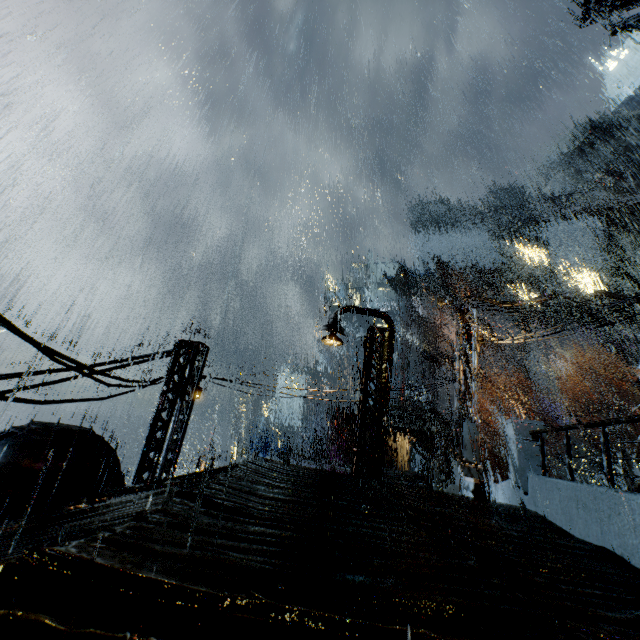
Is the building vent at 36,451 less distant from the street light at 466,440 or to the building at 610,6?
the building at 610,6

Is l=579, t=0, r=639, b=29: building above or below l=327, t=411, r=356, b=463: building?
above

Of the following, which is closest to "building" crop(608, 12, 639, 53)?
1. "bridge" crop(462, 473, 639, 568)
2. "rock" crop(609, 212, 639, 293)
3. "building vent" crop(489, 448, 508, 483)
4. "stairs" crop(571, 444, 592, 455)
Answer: "bridge" crop(462, 473, 639, 568)

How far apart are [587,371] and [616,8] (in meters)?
45.89

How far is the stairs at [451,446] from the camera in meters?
42.5 m

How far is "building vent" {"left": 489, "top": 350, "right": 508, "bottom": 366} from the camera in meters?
54.3

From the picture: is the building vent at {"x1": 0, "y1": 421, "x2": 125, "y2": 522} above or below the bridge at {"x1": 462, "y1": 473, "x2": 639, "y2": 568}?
below

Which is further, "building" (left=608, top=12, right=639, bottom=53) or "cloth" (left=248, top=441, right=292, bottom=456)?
"cloth" (left=248, top=441, right=292, bottom=456)
